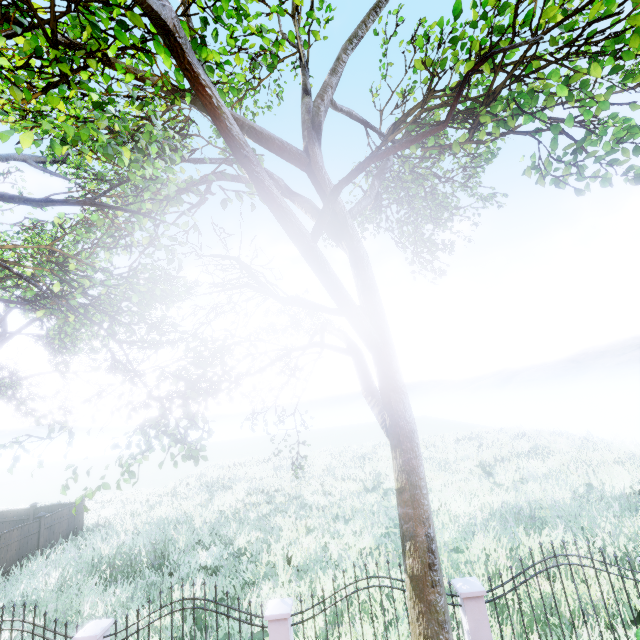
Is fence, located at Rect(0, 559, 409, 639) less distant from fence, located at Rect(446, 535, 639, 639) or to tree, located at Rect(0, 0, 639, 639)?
fence, located at Rect(446, 535, 639, 639)

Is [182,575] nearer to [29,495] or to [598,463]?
[598,463]

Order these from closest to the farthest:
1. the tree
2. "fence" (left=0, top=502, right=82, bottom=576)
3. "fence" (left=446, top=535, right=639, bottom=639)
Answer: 1. the tree
2. "fence" (left=446, top=535, right=639, bottom=639)
3. "fence" (left=0, top=502, right=82, bottom=576)

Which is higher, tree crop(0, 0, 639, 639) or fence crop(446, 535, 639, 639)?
tree crop(0, 0, 639, 639)

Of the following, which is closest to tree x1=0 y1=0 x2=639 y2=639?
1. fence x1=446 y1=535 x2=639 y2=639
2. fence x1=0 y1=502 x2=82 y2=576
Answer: fence x1=0 y1=502 x2=82 y2=576

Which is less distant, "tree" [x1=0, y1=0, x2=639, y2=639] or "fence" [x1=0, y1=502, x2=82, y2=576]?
"tree" [x1=0, y1=0, x2=639, y2=639]

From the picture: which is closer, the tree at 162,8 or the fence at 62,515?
the tree at 162,8
